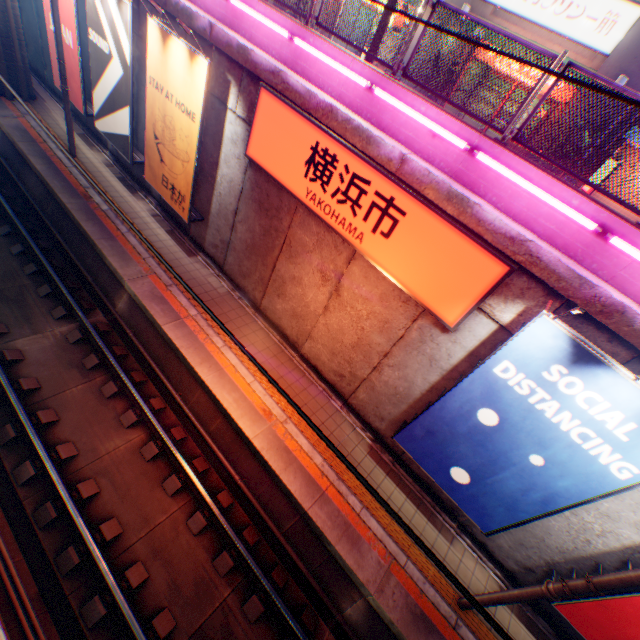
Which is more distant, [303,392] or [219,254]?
[219,254]

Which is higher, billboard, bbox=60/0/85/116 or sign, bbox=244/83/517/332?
sign, bbox=244/83/517/332

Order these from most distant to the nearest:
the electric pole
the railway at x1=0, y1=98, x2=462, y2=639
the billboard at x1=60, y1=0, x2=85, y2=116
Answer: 1. the billboard at x1=60, y1=0, x2=85, y2=116
2. the railway at x1=0, y1=98, x2=462, y2=639
3. the electric pole

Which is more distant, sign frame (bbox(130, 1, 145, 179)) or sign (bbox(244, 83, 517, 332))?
sign frame (bbox(130, 1, 145, 179))

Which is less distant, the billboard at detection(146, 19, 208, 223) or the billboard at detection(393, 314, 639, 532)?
the billboard at detection(393, 314, 639, 532)

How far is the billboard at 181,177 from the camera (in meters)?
7.90

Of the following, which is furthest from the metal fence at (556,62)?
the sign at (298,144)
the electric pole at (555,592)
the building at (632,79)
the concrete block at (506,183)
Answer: the electric pole at (555,592)

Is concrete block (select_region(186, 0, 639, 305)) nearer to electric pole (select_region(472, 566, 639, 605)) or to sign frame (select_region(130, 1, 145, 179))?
sign frame (select_region(130, 1, 145, 179))
